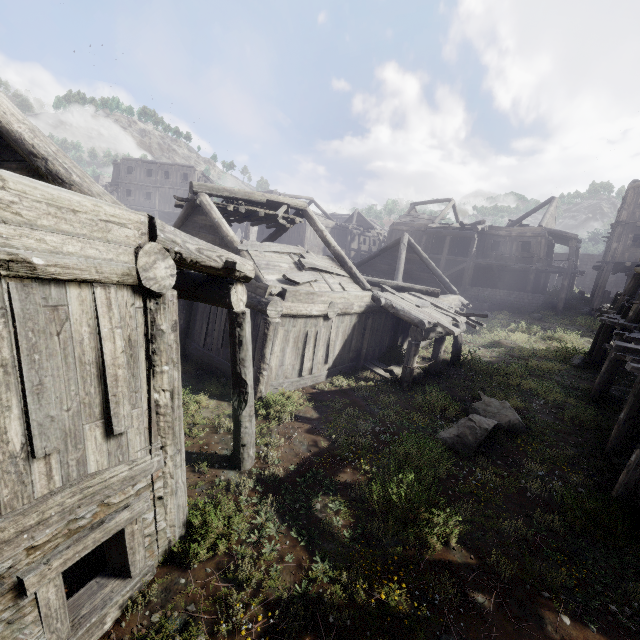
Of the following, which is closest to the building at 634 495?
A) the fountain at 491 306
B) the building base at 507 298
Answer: the building base at 507 298

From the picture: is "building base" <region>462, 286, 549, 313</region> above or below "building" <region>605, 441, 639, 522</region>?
above

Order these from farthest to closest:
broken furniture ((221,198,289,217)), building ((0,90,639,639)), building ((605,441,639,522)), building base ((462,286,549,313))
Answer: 1. building base ((462,286,549,313))
2. broken furniture ((221,198,289,217))
3. building ((605,441,639,522))
4. building ((0,90,639,639))

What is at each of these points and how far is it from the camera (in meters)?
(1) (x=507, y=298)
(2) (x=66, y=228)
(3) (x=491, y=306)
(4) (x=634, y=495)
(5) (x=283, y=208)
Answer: (1) building base, 25.73
(2) building, 2.95
(3) fountain, 25.20
(4) building, 6.30
(5) broken furniture, 12.63

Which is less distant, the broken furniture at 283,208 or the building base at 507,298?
the broken furniture at 283,208

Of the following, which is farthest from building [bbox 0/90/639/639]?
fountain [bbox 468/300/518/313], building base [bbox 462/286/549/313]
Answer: fountain [bbox 468/300/518/313]

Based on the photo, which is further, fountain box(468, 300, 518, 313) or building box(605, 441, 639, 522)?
fountain box(468, 300, 518, 313)

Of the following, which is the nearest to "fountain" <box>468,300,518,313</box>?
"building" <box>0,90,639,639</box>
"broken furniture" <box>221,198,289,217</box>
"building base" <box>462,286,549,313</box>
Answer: "building base" <box>462,286,549,313</box>
